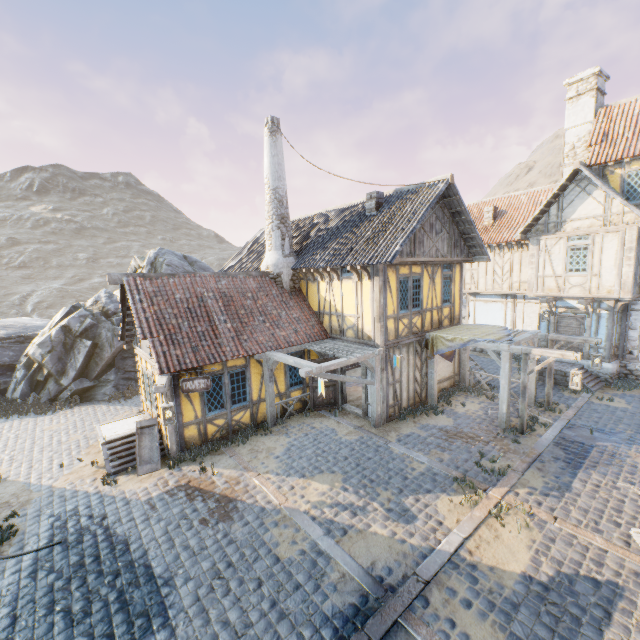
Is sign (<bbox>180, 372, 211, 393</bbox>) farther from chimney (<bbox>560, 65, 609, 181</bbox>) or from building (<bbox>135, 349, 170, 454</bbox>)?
chimney (<bbox>560, 65, 609, 181</bbox>)

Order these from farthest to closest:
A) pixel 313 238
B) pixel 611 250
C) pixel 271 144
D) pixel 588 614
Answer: pixel 313 238 → pixel 611 250 → pixel 271 144 → pixel 588 614

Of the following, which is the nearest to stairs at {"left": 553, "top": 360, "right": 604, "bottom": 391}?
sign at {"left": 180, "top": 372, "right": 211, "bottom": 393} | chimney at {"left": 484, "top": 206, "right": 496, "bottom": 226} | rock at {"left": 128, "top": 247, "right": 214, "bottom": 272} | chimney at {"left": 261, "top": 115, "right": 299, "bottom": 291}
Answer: chimney at {"left": 484, "top": 206, "right": 496, "bottom": 226}

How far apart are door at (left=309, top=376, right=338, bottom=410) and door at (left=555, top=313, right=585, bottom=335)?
11.6 meters

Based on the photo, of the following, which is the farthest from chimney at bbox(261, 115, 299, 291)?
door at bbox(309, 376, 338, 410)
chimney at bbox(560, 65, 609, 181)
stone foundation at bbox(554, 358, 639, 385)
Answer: chimney at bbox(560, 65, 609, 181)

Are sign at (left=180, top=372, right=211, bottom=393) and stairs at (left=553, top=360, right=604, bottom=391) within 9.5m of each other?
no

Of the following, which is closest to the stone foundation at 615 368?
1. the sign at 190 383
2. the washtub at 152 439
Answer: the sign at 190 383

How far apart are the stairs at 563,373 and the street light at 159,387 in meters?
15.9 m
